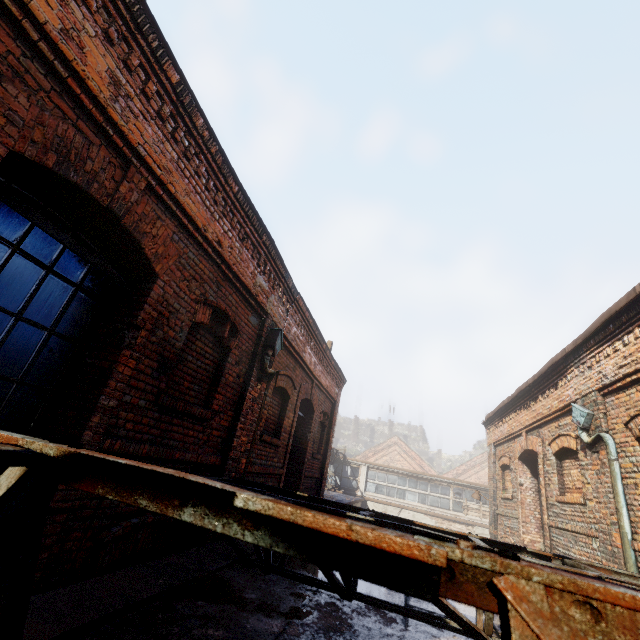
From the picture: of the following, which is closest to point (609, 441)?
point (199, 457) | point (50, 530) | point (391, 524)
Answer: point (391, 524)

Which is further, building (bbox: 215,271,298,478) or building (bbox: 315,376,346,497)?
building (bbox: 315,376,346,497)

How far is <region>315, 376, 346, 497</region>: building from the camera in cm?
1052

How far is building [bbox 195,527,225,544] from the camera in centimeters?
441cm

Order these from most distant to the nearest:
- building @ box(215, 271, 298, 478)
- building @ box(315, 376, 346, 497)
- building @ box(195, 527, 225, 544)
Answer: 1. building @ box(315, 376, 346, 497)
2. building @ box(215, 271, 298, 478)
3. building @ box(195, 527, 225, 544)

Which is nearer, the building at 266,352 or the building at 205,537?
the building at 205,537

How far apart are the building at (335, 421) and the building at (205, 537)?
5.79m

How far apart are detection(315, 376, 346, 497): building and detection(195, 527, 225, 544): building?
5.8m
